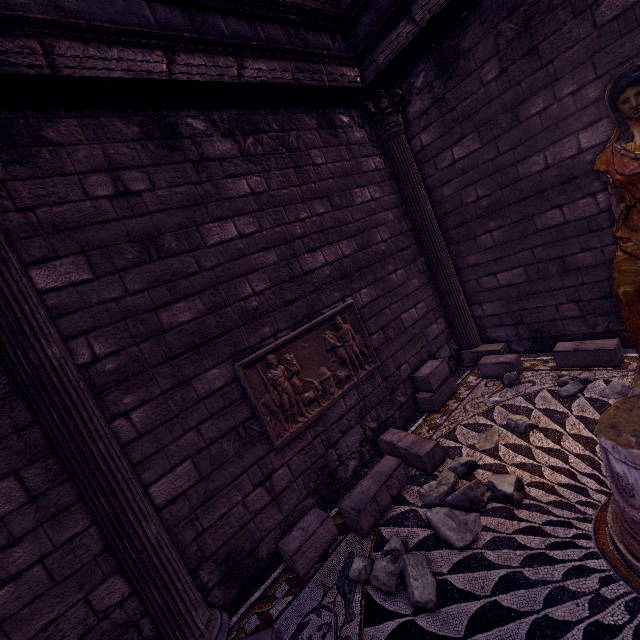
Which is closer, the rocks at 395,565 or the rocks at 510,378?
the rocks at 395,565

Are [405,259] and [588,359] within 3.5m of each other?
yes

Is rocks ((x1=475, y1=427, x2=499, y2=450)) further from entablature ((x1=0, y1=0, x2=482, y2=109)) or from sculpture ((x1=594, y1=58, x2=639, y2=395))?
entablature ((x1=0, y1=0, x2=482, y2=109))

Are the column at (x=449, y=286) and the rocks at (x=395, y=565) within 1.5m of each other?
no

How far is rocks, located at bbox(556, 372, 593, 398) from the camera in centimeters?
386cm

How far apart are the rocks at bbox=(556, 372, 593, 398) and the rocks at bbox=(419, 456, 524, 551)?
1.48m

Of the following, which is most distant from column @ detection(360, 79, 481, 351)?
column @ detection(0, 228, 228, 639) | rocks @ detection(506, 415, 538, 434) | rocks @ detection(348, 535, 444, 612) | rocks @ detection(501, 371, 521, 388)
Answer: column @ detection(0, 228, 228, 639)

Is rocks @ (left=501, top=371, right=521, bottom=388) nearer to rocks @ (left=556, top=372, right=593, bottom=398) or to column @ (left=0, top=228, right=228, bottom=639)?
rocks @ (left=556, top=372, right=593, bottom=398)
